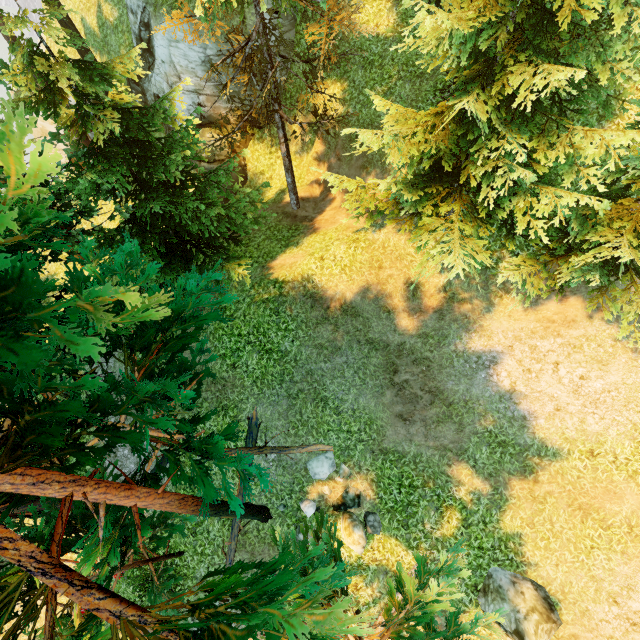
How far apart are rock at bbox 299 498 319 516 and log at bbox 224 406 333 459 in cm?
141

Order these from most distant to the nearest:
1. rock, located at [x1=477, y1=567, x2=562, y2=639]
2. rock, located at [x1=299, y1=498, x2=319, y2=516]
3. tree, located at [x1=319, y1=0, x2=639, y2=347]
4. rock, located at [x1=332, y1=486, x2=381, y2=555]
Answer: rock, located at [x1=299, y1=498, x2=319, y2=516] < rock, located at [x1=332, y1=486, x2=381, y2=555] < rock, located at [x1=477, y1=567, x2=562, y2=639] < tree, located at [x1=319, y1=0, x2=639, y2=347]

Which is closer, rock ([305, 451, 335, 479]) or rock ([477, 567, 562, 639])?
rock ([477, 567, 562, 639])

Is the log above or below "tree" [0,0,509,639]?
below

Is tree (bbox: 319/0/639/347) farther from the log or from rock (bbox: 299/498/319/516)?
rock (bbox: 299/498/319/516)

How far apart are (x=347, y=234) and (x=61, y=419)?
10.9 meters

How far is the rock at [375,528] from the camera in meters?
10.0 m

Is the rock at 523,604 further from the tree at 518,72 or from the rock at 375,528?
the rock at 375,528
